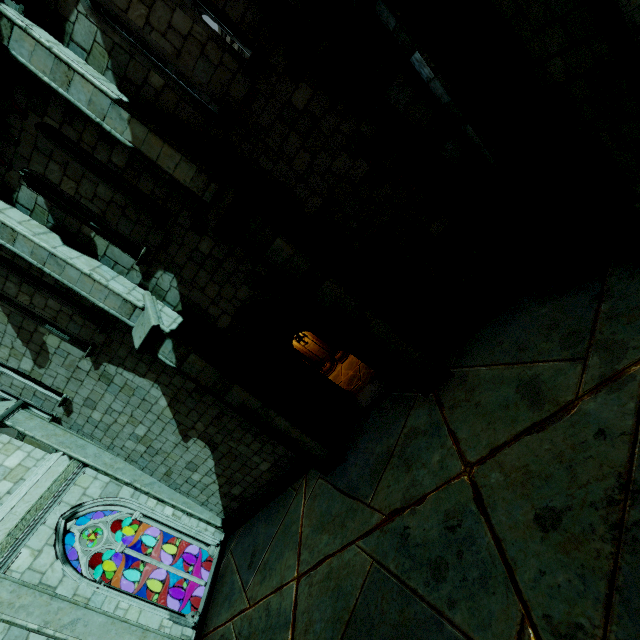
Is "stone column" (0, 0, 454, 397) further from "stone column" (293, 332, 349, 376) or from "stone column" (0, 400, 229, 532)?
"stone column" (0, 400, 229, 532)

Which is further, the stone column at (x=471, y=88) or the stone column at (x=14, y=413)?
the stone column at (x=14, y=413)

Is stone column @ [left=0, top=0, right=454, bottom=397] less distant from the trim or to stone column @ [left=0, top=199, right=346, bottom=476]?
stone column @ [left=0, top=199, right=346, bottom=476]

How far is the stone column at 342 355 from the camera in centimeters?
1076cm

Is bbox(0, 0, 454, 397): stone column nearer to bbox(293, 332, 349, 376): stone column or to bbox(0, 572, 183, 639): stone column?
bbox(293, 332, 349, 376): stone column

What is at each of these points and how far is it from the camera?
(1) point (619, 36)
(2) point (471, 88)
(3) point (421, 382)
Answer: (1) stone column, 1.8 meters
(2) stone column, 4.1 meters
(3) stone column, 6.4 meters

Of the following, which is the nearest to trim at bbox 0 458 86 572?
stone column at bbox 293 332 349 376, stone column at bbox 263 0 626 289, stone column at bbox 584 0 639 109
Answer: stone column at bbox 293 332 349 376

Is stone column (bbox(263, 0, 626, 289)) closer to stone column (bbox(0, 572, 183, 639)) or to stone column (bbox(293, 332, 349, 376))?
stone column (bbox(293, 332, 349, 376))
